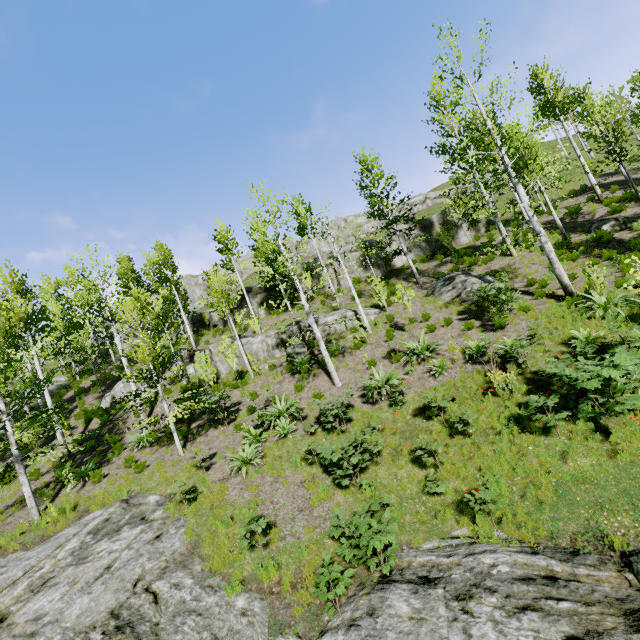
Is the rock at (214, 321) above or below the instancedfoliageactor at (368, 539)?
above

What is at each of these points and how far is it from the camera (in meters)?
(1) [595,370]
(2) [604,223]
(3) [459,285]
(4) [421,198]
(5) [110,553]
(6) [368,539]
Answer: (1) instancedfoliageactor, 7.25
(2) rock, 16.59
(3) rock, 17.12
(4) rock, 56.97
(5) rock, 8.36
(6) instancedfoliageactor, 5.93

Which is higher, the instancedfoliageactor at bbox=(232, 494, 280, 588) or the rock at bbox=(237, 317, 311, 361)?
the rock at bbox=(237, 317, 311, 361)

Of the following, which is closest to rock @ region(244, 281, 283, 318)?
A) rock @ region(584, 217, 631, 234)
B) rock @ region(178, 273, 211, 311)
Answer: rock @ region(584, 217, 631, 234)

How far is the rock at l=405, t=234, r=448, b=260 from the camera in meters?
25.0

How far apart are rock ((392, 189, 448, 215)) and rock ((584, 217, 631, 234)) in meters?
42.9 m

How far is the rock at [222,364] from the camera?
20.0m

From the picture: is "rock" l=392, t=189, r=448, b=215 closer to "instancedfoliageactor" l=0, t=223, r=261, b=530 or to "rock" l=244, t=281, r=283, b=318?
"rock" l=244, t=281, r=283, b=318
